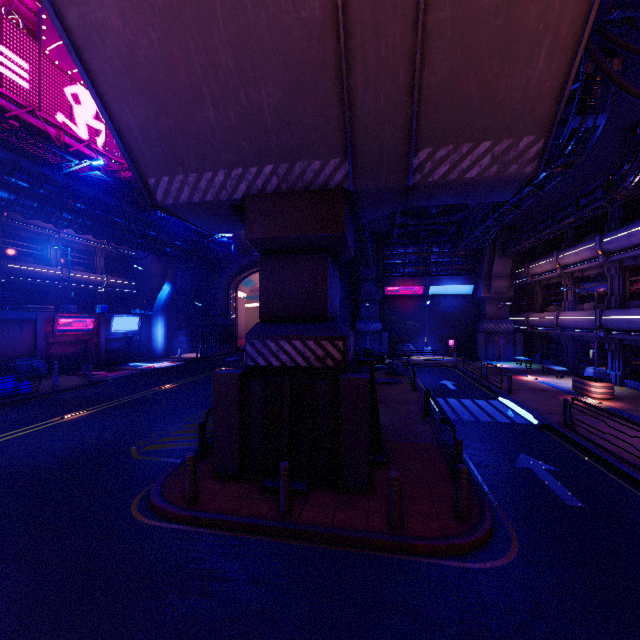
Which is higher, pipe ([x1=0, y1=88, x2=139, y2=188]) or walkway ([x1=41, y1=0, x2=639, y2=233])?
pipe ([x1=0, y1=88, x2=139, y2=188])

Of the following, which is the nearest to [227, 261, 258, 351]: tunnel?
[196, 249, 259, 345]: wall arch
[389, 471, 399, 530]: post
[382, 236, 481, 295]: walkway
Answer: [196, 249, 259, 345]: wall arch

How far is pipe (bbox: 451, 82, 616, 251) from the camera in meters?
10.6 m

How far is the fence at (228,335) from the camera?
34.72m

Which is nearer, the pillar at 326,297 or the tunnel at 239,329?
the pillar at 326,297

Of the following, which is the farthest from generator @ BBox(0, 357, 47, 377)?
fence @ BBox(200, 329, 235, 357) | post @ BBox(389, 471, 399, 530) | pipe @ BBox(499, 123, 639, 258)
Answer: pipe @ BBox(499, 123, 639, 258)

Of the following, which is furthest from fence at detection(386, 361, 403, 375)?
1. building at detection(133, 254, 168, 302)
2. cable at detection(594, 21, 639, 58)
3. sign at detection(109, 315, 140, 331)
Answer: building at detection(133, 254, 168, 302)

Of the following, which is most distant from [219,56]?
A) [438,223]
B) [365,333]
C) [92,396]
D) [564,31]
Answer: [365,333]
